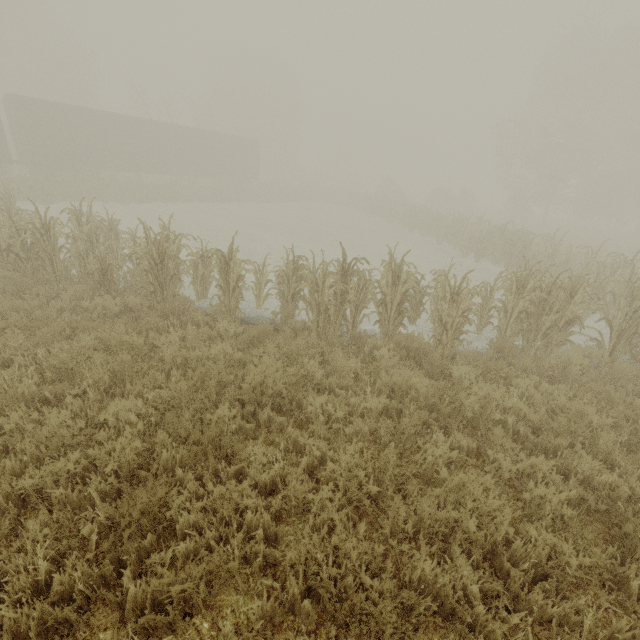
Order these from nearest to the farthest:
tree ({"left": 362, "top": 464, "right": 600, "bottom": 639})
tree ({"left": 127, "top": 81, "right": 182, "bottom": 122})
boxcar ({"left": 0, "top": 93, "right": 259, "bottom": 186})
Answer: tree ({"left": 362, "top": 464, "right": 600, "bottom": 639}) < boxcar ({"left": 0, "top": 93, "right": 259, "bottom": 186}) < tree ({"left": 127, "top": 81, "right": 182, "bottom": 122})

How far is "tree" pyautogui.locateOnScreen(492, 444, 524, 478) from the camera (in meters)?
3.74

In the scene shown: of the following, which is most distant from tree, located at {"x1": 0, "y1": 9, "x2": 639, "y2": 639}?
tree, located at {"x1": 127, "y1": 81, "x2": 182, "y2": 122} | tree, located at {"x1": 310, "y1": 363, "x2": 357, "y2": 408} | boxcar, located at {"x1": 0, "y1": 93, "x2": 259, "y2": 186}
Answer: tree, located at {"x1": 127, "y1": 81, "x2": 182, "y2": 122}

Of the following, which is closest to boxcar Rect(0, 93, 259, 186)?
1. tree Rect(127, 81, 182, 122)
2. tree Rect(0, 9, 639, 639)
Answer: tree Rect(127, 81, 182, 122)

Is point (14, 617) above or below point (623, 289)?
below

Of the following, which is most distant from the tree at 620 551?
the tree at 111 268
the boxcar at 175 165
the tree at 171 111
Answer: the tree at 171 111

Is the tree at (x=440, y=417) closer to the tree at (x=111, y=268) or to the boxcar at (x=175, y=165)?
the tree at (x=111, y=268)
